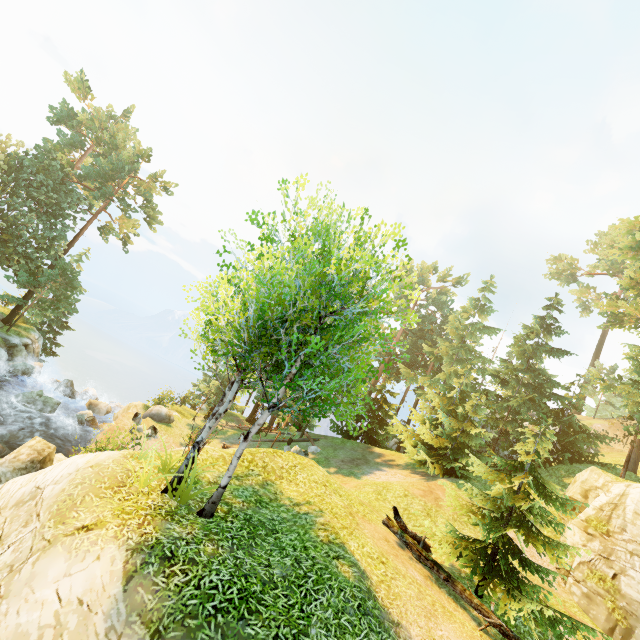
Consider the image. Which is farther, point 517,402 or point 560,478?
point 517,402

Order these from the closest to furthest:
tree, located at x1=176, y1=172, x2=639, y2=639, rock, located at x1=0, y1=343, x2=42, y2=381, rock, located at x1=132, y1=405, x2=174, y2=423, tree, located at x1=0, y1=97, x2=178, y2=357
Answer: tree, located at x1=176, y1=172, x2=639, y2=639 < rock, located at x1=132, y1=405, x2=174, y2=423 < rock, located at x1=0, y1=343, x2=42, y2=381 < tree, located at x1=0, y1=97, x2=178, y2=357

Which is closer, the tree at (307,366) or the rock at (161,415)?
the tree at (307,366)

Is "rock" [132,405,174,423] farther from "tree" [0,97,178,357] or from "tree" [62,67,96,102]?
"tree" [62,67,96,102]

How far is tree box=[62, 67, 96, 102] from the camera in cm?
3177

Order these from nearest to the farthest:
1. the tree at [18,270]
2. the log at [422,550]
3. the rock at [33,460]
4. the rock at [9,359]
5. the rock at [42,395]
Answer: the log at [422,550], the rock at [33,460], the rock at [42,395], the rock at [9,359], the tree at [18,270]

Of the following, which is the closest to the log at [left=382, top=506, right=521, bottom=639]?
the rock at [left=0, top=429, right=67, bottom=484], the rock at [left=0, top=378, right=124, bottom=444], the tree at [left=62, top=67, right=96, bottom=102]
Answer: the rock at [left=0, top=429, right=67, bottom=484]

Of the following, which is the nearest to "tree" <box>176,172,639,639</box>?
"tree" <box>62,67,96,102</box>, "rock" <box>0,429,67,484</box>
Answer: "tree" <box>62,67,96,102</box>
